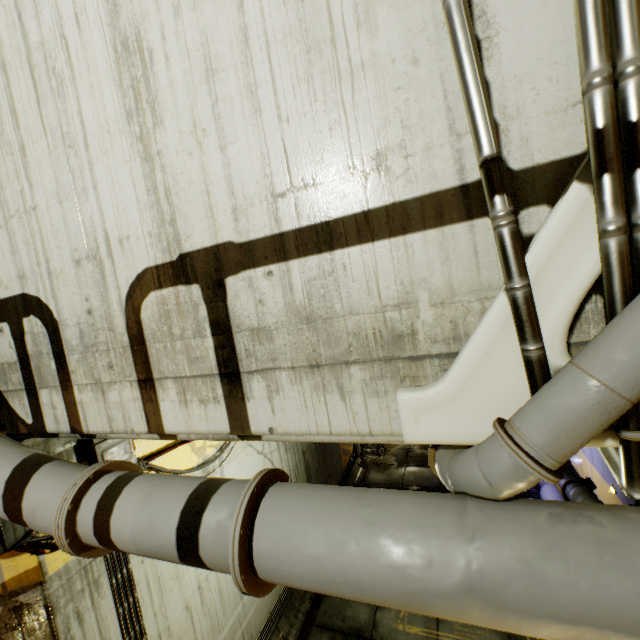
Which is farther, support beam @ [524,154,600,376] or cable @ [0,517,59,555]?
cable @ [0,517,59,555]

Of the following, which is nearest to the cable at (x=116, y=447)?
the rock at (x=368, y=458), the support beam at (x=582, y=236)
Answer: the rock at (x=368, y=458)

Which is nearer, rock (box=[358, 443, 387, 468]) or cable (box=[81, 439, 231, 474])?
cable (box=[81, 439, 231, 474])

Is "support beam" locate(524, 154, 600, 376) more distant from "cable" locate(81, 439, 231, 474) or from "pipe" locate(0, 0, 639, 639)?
"cable" locate(81, 439, 231, 474)

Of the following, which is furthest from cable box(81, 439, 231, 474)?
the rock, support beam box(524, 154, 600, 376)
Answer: support beam box(524, 154, 600, 376)

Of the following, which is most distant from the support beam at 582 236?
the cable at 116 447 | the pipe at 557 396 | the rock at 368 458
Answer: the rock at 368 458

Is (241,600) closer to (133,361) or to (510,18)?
(133,361)
